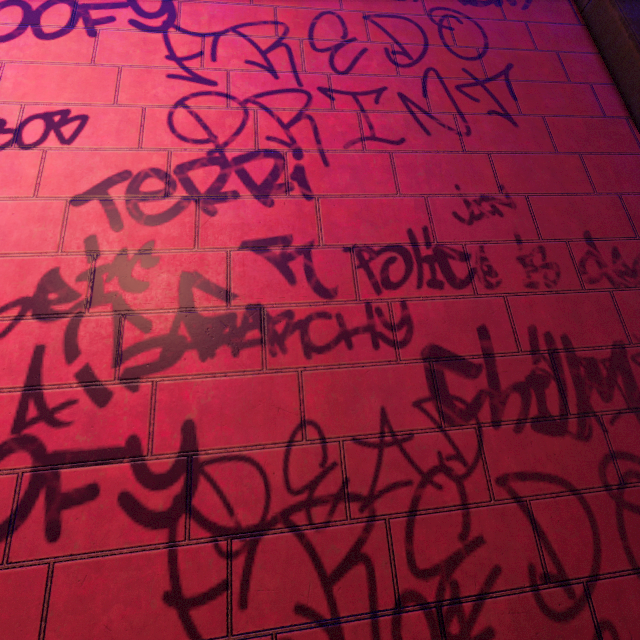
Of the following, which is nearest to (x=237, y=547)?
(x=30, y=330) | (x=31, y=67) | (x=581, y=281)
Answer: Answer: (x=30, y=330)
